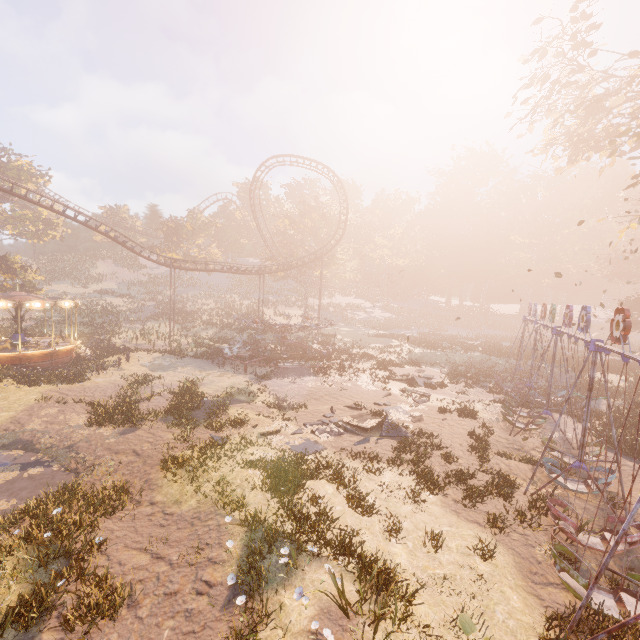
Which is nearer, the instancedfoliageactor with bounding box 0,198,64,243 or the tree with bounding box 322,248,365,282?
the instancedfoliageactor with bounding box 0,198,64,243

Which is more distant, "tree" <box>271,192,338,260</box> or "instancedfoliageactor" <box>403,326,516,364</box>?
"tree" <box>271,192,338,260</box>

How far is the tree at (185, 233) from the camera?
52.03m

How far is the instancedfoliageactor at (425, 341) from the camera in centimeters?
3712cm

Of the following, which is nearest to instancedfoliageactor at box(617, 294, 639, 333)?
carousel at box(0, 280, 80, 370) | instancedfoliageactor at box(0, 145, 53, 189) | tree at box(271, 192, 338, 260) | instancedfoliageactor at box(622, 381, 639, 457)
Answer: tree at box(271, 192, 338, 260)

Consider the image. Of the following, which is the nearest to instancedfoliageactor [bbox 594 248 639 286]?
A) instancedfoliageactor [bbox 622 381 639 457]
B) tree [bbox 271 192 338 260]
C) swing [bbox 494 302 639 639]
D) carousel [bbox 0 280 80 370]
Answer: swing [bbox 494 302 639 639]

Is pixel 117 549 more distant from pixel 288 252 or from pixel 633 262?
pixel 633 262

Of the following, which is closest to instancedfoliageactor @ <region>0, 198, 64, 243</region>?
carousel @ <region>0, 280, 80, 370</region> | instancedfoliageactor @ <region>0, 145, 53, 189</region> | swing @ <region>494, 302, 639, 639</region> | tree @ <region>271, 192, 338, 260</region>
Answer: carousel @ <region>0, 280, 80, 370</region>
